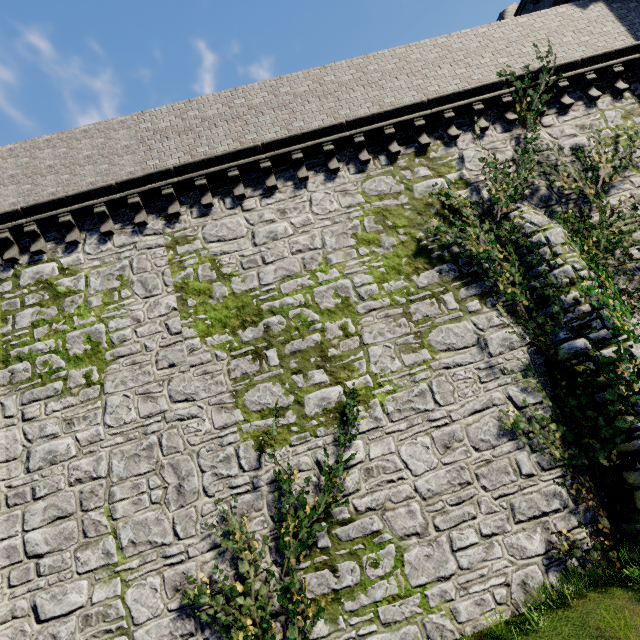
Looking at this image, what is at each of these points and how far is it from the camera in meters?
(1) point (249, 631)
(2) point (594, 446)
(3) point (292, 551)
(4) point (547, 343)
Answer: (1) ivy, 6.6 m
(2) ivy, 7.3 m
(3) ivy, 7.0 m
(4) ivy, 8.1 m

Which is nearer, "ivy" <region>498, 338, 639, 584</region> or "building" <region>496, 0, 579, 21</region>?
"ivy" <region>498, 338, 639, 584</region>

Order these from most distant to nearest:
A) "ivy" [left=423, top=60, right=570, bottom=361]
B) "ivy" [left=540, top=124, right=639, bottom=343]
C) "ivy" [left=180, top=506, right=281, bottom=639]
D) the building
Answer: the building
"ivy" [left=423, top=60, right=570, bottom=361]
"ivy" [left=540, top=124, right=639, bottom=343]
"ivy" [left=180, top=506, right=281, bottom=639]

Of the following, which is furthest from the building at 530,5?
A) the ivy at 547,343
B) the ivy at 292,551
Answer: the ivy at 292,551

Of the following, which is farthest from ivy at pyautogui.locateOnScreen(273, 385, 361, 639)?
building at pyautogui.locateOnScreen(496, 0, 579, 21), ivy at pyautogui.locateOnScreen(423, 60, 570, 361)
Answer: building at pyautogui.locateOnScreen(496, 0, 579, 21)

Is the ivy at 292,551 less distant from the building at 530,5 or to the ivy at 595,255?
the ivy at 595,255

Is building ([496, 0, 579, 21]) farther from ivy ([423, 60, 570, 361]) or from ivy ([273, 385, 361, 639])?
ivy ([273, 385, 361, 639])
